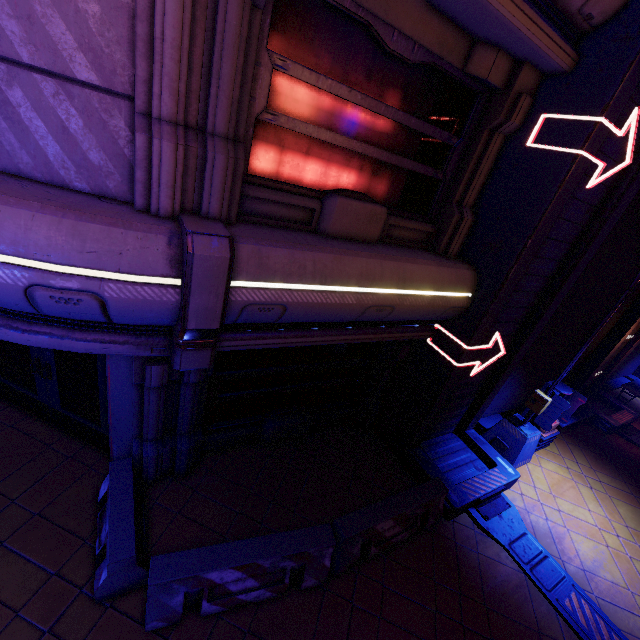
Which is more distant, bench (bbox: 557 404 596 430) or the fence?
bench (bbox: 557 404 596 430)

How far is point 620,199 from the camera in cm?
580

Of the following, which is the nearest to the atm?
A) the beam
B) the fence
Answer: the beam

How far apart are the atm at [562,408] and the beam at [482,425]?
0.2m

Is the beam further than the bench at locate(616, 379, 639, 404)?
No

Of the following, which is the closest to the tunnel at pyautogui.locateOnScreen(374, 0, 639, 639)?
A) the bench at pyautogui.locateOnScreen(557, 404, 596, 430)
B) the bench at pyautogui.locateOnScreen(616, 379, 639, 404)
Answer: the bench at pyautogui.locateOnScreen(557, 404, 596, 430)

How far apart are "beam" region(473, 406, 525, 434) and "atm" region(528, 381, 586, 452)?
0.2 meters

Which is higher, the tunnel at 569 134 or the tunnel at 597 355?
the tunnel at 569 134
